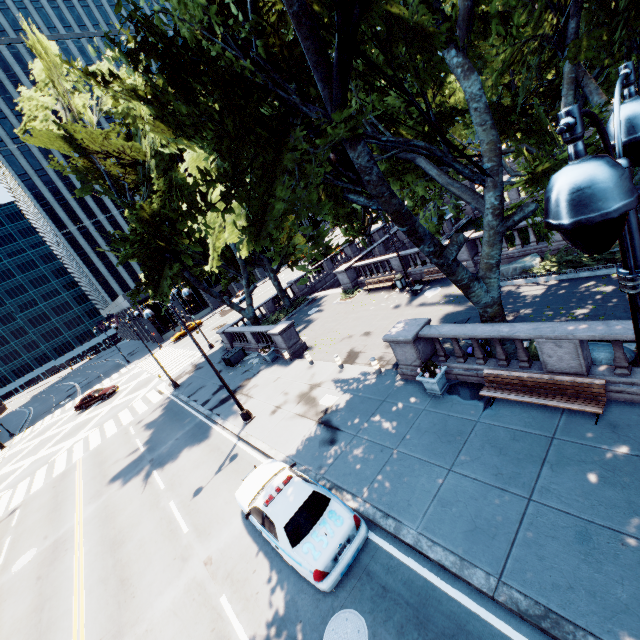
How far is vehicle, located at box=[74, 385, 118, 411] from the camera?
36.81m

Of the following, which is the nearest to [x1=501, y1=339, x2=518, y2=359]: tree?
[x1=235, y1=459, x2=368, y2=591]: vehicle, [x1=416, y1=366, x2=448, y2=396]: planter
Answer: [x1=416, y1=366, x2=448, y2=396]: planter

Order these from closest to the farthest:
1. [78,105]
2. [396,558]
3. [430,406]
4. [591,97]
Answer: [396,558], [430,406], [591,97], [78,105]

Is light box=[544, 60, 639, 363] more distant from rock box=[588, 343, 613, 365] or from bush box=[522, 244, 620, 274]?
bush box=[522, 244, 620, 274]

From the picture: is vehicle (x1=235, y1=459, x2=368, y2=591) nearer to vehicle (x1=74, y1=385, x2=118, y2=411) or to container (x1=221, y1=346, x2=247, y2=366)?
container (x1=221, y1=346, x2=247, y2=366)

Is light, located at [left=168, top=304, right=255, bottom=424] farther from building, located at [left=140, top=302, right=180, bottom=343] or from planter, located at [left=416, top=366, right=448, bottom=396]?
building, located at [left=140, top=302, right=180, bottom=343]

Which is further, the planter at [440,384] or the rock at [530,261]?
the rock at [530,261]

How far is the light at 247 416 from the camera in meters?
14.6 m
